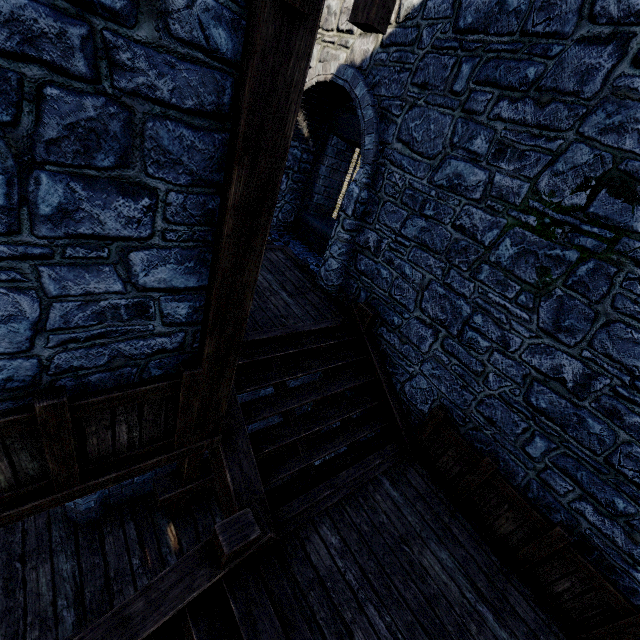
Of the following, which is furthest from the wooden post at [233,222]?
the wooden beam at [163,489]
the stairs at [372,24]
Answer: the wooden beam at [163,489]

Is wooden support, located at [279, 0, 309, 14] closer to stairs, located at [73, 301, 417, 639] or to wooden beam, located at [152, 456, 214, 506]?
stairs, located at [73, 301, 417, 639]

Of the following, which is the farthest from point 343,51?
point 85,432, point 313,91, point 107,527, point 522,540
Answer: point 107,527

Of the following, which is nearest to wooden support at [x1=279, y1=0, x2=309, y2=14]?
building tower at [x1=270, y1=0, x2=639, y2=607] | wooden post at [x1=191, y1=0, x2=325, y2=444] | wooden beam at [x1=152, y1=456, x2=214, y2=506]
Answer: wooden post at [x1=191, y1=0, x2=325, y2=444]

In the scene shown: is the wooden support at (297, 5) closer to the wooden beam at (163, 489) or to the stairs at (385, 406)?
the stairs at (385, 406)

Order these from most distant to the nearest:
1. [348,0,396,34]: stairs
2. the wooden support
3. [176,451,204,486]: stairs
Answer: [176,451,204,486]: stairs < [348,0,396,34]: stairs < the wooden support

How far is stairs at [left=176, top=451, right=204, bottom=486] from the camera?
5.25m

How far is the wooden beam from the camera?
5.4 meters
